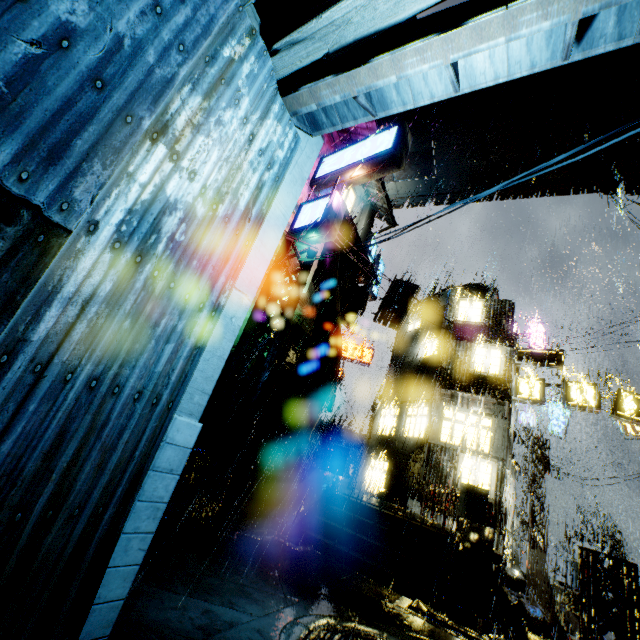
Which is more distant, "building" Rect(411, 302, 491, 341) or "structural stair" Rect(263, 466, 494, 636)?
"building" Rect(411, 302, 491, 341)

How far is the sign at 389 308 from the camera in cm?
1864

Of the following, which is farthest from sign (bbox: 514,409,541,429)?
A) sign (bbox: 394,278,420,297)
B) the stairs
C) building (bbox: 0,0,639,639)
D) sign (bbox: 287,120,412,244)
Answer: sign (bbox: 287,120,412,244)

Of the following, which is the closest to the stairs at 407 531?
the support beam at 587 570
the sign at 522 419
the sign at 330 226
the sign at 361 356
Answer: the support beam at 587 570

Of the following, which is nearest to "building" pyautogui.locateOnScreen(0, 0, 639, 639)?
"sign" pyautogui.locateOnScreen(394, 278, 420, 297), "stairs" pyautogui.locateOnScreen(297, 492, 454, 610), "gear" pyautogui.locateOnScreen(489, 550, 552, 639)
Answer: "gear" pyautogui.locateOnScreen(489, 550, 552, 639)

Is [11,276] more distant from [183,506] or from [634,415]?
[634,415]

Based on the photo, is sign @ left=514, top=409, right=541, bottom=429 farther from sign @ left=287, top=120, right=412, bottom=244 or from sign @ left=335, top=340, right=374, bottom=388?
sign @ left=287, top=120, right=412, bottom=244

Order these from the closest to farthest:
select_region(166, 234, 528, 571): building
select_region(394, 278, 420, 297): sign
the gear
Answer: the gear
select_region(166, 234, 528, 571): building
select_region(394, 278, 420, 297): sign
